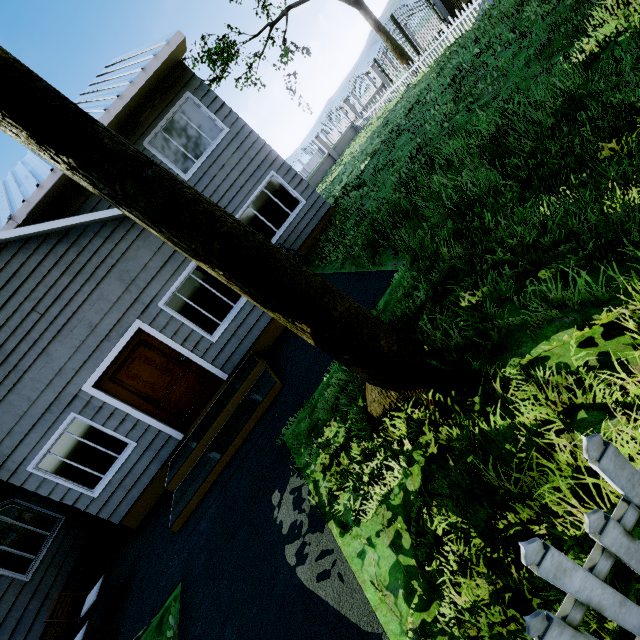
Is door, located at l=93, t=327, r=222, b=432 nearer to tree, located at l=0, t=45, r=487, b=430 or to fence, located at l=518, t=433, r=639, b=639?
tree, located at l=0, t=45, r=487, b=430

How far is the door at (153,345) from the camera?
6.63m

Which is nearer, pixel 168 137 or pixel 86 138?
pixel 86 138

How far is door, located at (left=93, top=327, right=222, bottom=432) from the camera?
6.6 meters

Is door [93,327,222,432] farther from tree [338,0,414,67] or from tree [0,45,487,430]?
tree [338,0,414,67]

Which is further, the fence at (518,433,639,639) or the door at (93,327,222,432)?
the door at (93,327,222,432)

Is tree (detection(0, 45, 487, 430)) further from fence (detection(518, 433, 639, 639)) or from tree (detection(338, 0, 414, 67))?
tree (detection(338, 0, 414, 67))

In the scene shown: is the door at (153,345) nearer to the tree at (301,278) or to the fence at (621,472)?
the tree at (301,278)
